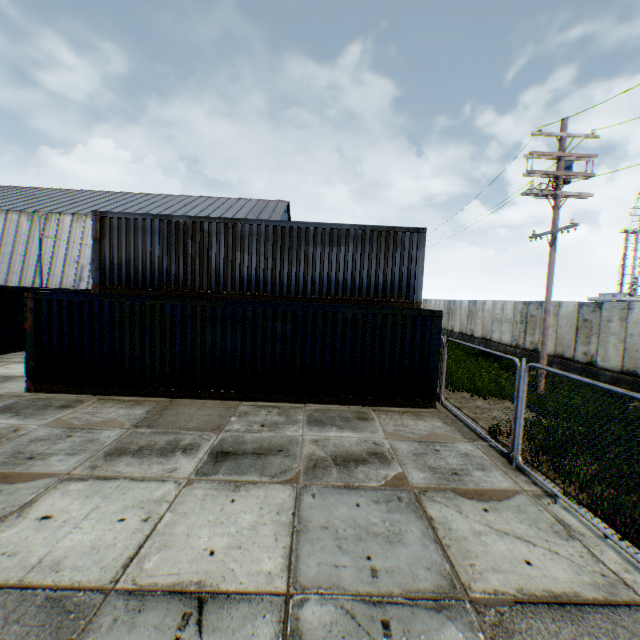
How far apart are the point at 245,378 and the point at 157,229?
6.6 meters

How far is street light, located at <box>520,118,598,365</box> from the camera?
11.0 meters

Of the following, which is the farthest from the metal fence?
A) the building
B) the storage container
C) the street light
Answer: the building

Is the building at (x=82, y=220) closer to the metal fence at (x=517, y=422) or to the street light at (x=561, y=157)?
the metal fence at (x=517, y=422)

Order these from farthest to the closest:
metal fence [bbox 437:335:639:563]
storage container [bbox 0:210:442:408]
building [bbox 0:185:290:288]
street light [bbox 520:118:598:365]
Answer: building [bbox 0:185:290:288]
street light [bbox 520:118:598:365]
storage container [bbox 0:210:442:408]
metal fence [bbox 437:335:639:563]

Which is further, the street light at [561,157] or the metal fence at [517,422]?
the street light at [561,157]

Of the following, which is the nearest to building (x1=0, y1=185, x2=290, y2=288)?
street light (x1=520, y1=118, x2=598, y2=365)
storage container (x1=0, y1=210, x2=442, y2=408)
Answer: storage container (x1=0, y1=210, x2=442, y2=408)
